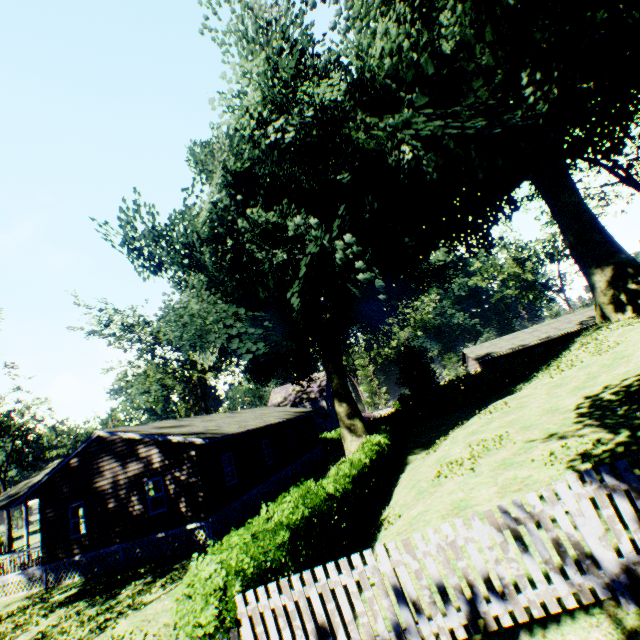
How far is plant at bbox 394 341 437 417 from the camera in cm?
3469

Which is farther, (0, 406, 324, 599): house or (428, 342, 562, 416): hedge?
(428, 342, 562, 416): hedge

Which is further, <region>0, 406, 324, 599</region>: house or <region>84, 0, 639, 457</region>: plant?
<region>0, 406, 324, 599</region>: house

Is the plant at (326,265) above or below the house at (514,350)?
above

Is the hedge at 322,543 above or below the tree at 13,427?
below

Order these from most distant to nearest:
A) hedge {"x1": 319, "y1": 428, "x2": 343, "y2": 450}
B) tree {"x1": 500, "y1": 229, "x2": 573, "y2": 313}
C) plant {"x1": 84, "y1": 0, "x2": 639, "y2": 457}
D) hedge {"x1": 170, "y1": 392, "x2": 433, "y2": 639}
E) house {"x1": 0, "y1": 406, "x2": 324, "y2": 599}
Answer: tree {"x1": 500, "y1": 229, "x2": 573, "y2": 313} < hedge {"x1": 319, "y1": 428, "x2": 343, "y2": 450} < house {"x1": 0, "y1": 406, "x2": 324, "y2": 599} < plant {"x1": 84, "y1": 0, "x2": 639, "y2": 457} < hedge {"x1": 170, "y1": 392, "x2": 433, "y2": 639}

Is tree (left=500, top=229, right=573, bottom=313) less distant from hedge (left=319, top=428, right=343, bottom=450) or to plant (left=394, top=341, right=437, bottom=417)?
plant (left=394, top=341, right=437, bottom=417)

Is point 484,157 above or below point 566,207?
above
